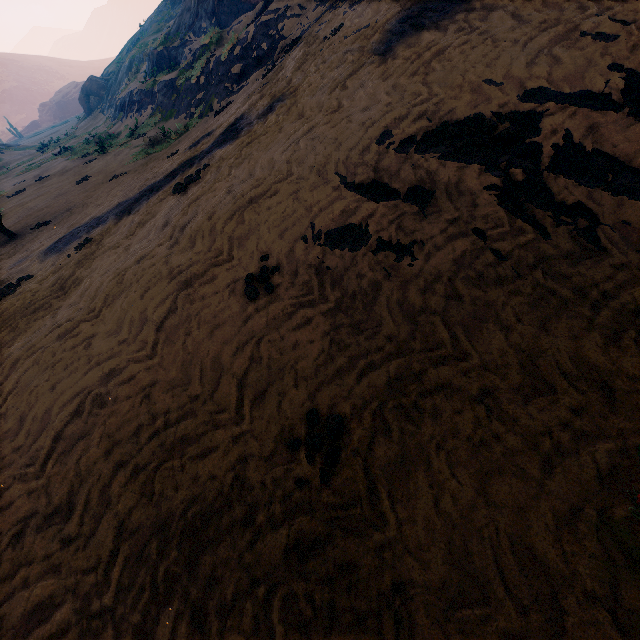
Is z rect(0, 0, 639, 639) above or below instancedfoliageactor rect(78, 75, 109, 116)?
below

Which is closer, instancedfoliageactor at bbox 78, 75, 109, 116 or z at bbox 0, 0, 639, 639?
z at bbox 0, 0, 639, 639

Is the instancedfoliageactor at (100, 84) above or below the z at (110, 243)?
above

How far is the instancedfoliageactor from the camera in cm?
3403

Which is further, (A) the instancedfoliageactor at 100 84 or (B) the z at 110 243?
(A) the instancedfoliageactor at 100 84

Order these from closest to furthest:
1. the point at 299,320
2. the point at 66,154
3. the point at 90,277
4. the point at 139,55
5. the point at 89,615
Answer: the point at 89,615
the point at 299,320
the point at 90,277
the point at 66,154
the point at 139,55
